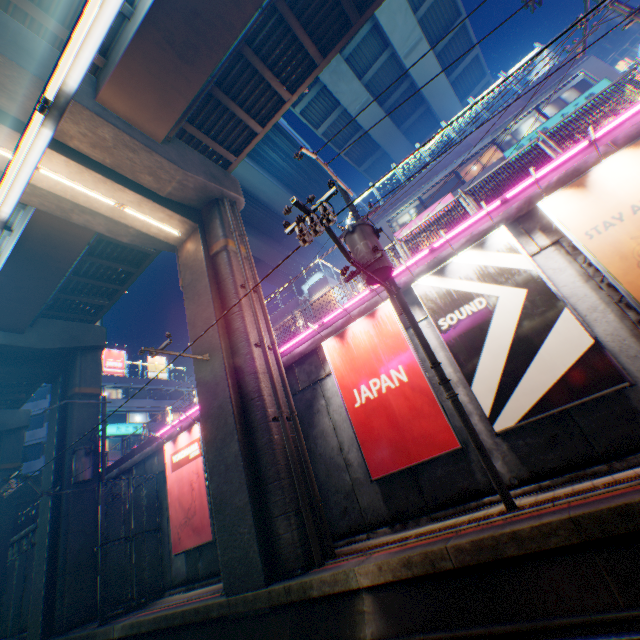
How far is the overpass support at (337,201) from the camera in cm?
3938

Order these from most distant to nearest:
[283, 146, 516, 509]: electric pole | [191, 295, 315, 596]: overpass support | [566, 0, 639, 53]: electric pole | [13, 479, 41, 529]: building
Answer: [13, 479, 41, 529]: building → [566, 0, 639, 53]: electric pole → [191, 295, 315, 596]: overpass support → [283, 146, 516, 509]: electric pole

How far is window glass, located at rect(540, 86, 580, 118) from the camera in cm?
1911

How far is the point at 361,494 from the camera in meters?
9.5 m

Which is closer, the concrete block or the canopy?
the canopy

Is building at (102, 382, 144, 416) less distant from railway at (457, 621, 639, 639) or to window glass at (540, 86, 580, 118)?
railway at (457, 621, 639, 639)

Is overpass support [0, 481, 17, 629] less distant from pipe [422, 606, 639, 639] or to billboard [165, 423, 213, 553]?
pipe [422, 606, 639, 639]
